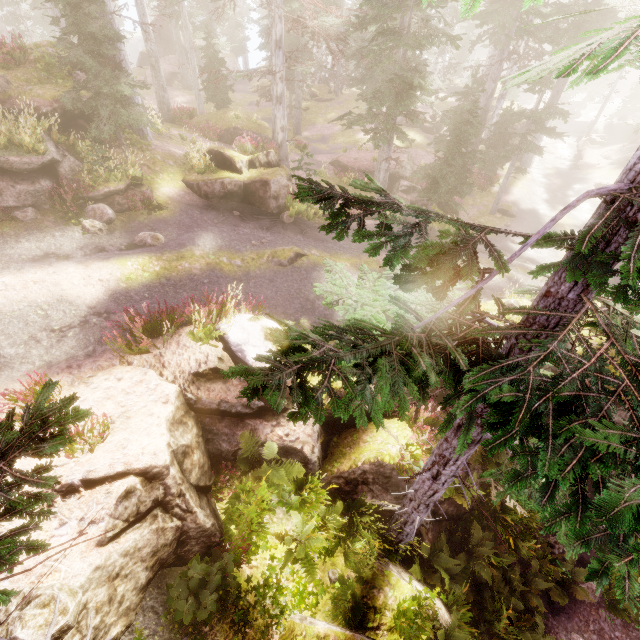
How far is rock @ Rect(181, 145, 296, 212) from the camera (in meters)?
14.14

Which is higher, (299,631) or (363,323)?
(363,323)

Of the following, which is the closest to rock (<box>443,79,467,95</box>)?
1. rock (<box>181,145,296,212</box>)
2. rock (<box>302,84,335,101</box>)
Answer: rock (<box>302,84,335,101</box>)

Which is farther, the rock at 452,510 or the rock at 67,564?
the rock at 452,510

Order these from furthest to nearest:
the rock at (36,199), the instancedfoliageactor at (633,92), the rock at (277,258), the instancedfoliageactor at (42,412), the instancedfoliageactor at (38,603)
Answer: the instancedfoliageactor at (633,92)
the rock at (277,258)
the rock at (36,199)
the instancedfoliageactor at (38,603)
the instancedfoliageactor at (42,412)

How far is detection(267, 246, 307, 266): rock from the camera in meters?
12.1

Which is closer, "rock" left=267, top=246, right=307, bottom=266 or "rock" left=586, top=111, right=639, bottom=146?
"rock" left=267, top=246, right=307, bottom=266

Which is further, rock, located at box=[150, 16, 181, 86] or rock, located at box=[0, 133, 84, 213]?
rock, located at box=[150, 16, 181, 86]
